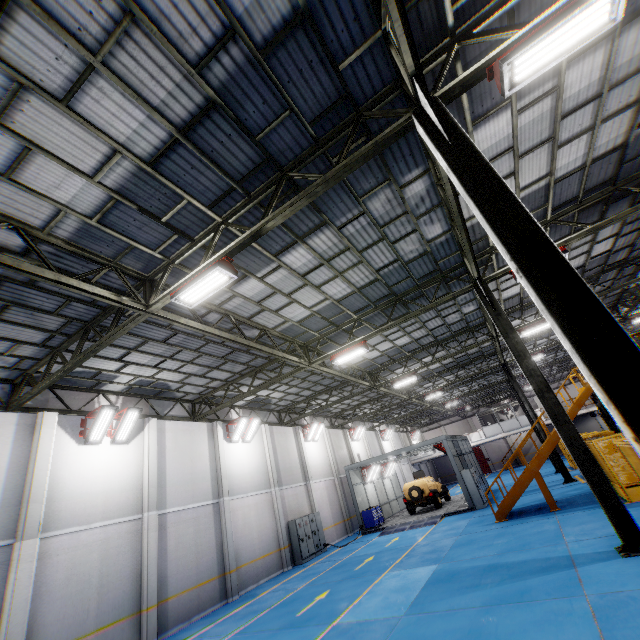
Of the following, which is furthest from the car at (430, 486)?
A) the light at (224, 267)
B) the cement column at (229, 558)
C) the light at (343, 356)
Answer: the light at (224, 267)

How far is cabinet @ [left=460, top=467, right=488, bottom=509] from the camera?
19.6m

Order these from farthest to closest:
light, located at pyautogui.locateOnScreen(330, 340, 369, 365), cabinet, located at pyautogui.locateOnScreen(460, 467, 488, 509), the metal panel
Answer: cabinet, located at pyautogui.locateOnScreen(460, 467, 488, 509)
light, located at pyautogui.locateOnScreen(330, 340, 369, 365)
the metal panel

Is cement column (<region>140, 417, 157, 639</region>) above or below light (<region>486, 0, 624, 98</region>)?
below

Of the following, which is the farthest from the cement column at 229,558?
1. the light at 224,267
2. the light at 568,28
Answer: the light at 568,28

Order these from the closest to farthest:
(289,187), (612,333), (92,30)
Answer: (612,333) → (92,30) → (289,187)

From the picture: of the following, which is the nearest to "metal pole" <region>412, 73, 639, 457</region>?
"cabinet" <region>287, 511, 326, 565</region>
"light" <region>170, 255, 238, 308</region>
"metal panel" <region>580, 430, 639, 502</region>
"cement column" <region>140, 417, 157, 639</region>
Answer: "metal panel" <region>580, 430, 639, 502</region>

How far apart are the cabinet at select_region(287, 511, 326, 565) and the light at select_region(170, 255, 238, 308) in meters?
16.7
